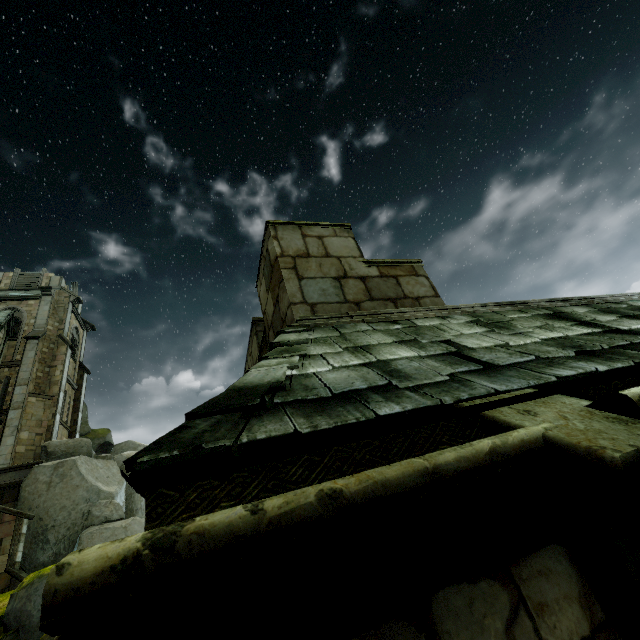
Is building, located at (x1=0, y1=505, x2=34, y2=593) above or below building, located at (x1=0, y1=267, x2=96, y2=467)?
below

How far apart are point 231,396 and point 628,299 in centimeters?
648cm

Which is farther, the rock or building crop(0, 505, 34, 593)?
building crop(0, 505, 34, 593)

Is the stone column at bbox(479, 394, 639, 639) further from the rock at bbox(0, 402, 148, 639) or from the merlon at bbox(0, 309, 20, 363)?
the merlon at bbox(0, 309, 20, 363)

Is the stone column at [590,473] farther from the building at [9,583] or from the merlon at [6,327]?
the merlon at [6,327]

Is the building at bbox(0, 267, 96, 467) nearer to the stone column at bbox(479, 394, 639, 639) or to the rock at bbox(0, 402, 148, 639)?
the rock at bbox(0, 402, 148, 639)

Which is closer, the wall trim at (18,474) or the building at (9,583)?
the building at (9,583)

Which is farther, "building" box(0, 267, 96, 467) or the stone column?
"building" box(0, 267, 96, 467)
